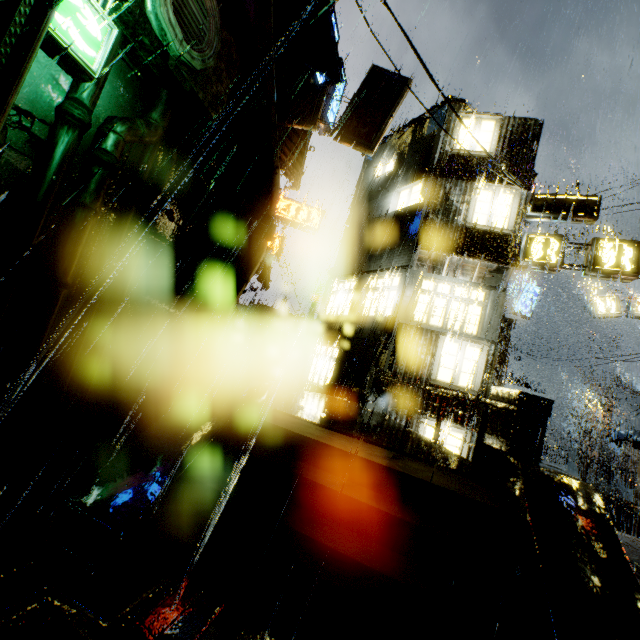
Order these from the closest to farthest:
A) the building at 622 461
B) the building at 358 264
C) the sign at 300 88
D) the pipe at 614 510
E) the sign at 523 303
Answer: the building at 358 264
the sign at 300 88
the pipe at 614 510
the building at 622 461
the sign at 523 303

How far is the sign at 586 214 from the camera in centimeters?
1168cm

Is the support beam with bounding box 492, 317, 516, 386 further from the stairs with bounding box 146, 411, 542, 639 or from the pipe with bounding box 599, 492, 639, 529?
the stairs with bounding box 146, 411, 542, 639

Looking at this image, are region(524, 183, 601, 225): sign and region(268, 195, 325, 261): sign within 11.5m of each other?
no

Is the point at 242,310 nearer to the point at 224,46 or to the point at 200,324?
the point at 200,324

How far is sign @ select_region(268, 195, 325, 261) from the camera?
21.6 meters

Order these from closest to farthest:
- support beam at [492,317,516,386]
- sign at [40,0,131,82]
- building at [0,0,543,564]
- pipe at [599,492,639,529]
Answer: sign at [40,0,131,82]
building at [0,0,543,564]
pipe at [599,492,639,529]
support beam at [492,317,516,386]

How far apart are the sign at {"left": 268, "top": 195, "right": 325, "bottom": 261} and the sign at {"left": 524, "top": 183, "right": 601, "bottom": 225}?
12.56m
